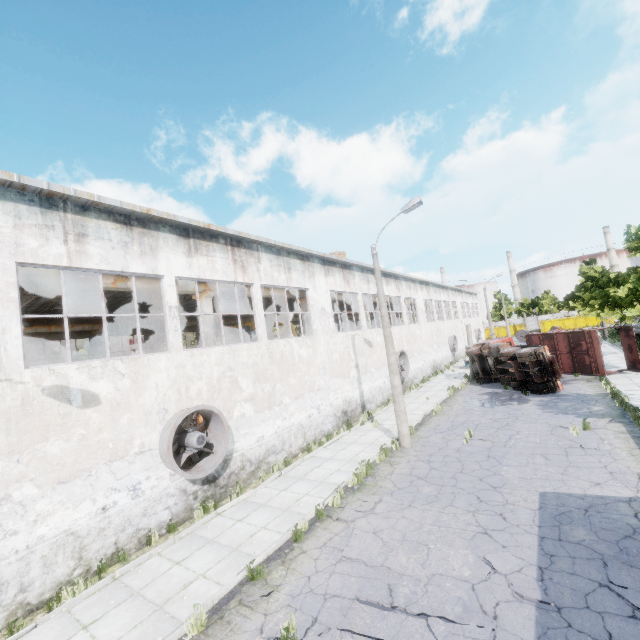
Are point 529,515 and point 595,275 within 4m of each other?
no

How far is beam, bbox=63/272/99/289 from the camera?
11.06m

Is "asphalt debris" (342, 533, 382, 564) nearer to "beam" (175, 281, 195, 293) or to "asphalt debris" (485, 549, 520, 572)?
"asphalt debris" (485, 549, 520, 572)

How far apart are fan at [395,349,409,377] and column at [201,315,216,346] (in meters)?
13.35

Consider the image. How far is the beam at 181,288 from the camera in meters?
14.4 m

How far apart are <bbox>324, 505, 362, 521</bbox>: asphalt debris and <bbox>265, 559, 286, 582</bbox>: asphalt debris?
1.9m

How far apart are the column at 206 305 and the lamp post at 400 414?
7.59m

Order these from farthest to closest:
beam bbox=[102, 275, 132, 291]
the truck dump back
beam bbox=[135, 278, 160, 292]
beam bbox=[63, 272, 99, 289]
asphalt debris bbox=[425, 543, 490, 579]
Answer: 1. the truck dump back
2. beam bbox=[135, 278, 160, 292]
3. beam bbox=[102, 275, 132, 291]
4. beam bbox=[63, 272, 99, 289]
5. asphalt debris bbox=[425, 543, 490, 579]
